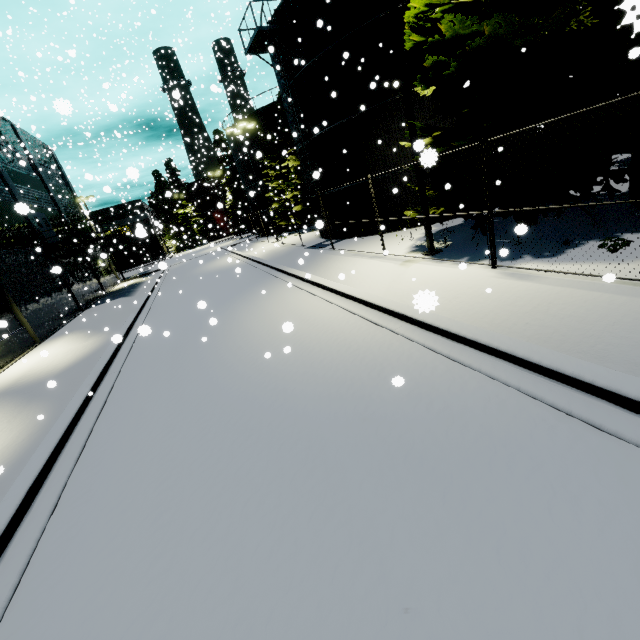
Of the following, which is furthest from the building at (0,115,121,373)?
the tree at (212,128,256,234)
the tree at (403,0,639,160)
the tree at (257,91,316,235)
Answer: the tree at (257,91,316,235)

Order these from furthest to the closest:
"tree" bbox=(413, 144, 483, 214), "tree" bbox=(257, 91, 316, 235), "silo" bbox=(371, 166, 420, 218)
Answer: "tree" bbox=(257, 91, 316, 235) → "silo" bbox=(371, 166, 420, 218) → "tree" bbox=(413, 144, 483, 214)

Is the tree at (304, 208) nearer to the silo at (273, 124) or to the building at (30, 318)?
the silo at (273, 124)

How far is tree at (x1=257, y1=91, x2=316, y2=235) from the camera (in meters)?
28.38

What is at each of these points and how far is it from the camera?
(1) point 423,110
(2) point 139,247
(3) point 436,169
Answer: (1) silo, 14.7 meters
(2) building, 59.5 meters
(3) tree, 9.9 meters

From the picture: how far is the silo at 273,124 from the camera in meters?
31.6 m

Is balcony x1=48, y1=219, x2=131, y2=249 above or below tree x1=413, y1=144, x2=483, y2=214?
above

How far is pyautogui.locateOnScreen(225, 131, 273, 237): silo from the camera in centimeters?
3522cm
